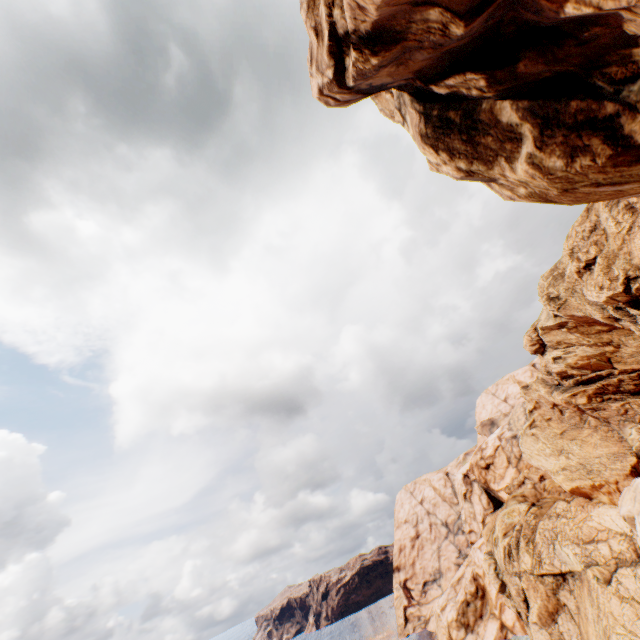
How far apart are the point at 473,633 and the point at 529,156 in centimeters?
7774cm
